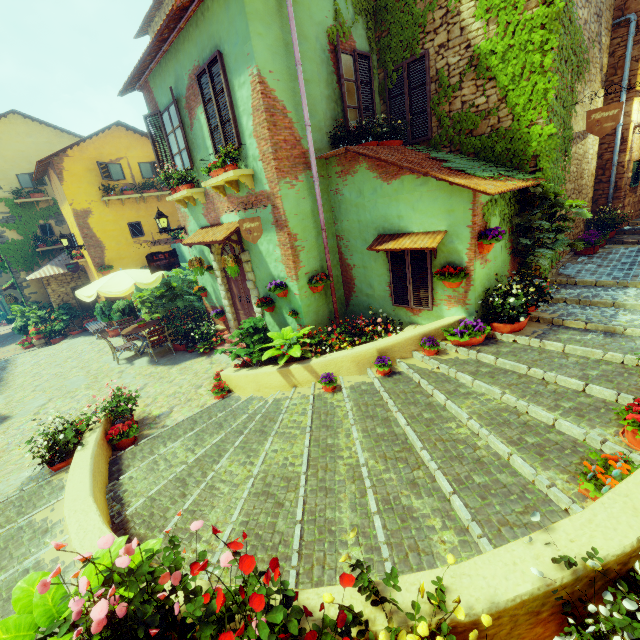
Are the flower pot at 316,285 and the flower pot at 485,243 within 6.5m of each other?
yes

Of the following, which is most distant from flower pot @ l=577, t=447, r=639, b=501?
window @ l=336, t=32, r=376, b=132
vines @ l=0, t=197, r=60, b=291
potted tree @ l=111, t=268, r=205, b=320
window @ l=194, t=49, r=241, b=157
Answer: vines @ l=0, t=197, r=60, b=291

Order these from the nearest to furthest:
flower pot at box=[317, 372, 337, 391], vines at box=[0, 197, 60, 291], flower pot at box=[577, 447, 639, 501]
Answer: flower pot at box=[577, 447, 639, 501]
flower pot at box=[317, 372, 337, 391]
vines at box=[0, 197, 60, 291]

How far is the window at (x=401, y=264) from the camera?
6.03m

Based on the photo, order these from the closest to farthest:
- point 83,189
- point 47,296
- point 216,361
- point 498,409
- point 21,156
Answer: point 498,409, point 216,361, point 83,189, point 21,156, point 47,296

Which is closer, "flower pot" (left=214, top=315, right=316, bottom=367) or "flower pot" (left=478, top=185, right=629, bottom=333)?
"flower pot" (left=478, top=185, right=629, bottom=333)

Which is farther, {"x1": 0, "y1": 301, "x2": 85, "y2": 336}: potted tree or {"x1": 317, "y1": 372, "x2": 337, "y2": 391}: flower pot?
{"x1": 0, "y1": 301, "x2": 85, "y2": 336}: potted tree

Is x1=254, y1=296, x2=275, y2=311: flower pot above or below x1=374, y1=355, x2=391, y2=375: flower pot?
above
